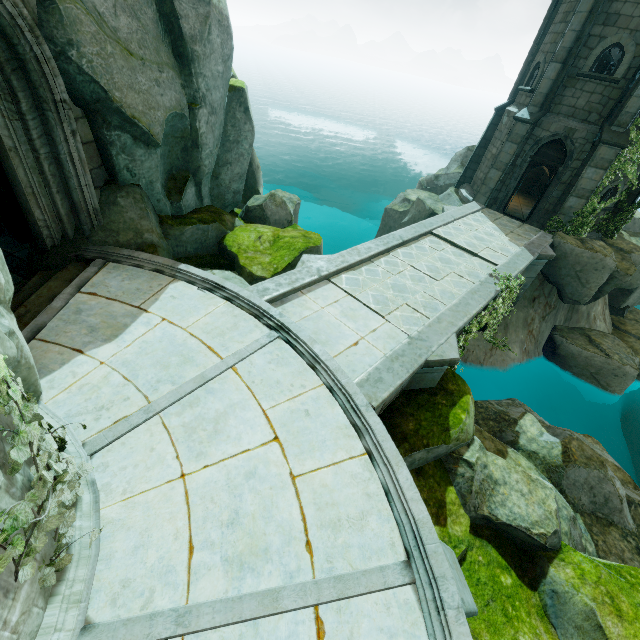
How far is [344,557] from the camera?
4.1 meters

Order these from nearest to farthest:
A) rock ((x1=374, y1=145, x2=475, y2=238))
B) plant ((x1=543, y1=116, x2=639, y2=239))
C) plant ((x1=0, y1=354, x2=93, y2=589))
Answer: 1. plant ((x1=0, y1=354, x2=93, y2=589))
2. plant ((x1=543, y1=116, x2=639, y2=239))
3. rock ((x1=374, y1=145, x2=475, y2=238))

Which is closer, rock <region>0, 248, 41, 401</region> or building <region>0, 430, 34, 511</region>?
building <region>0, 430, 34, 511</region>

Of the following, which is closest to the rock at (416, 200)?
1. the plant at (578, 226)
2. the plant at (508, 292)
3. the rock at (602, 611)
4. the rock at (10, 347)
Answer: the plant at (578, 226)

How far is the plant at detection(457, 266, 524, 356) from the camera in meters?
9.2 m

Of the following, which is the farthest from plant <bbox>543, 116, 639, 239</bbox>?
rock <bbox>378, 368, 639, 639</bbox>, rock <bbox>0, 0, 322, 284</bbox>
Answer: rock <bbox>0, 0, 322, 284</bbox>

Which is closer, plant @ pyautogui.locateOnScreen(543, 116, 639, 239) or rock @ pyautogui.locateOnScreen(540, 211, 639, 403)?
plant @ pyautogui.locateOnScreen(543, 116, 639, 239)

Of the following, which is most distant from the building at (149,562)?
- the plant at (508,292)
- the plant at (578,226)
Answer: the plant at (578,226)
